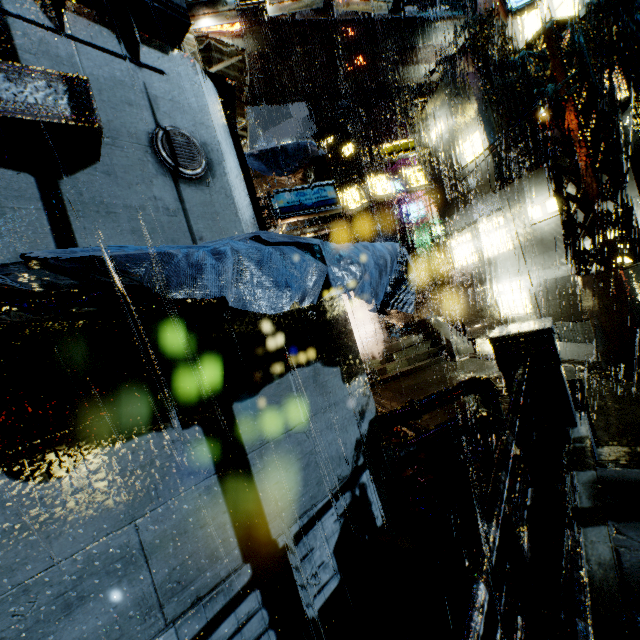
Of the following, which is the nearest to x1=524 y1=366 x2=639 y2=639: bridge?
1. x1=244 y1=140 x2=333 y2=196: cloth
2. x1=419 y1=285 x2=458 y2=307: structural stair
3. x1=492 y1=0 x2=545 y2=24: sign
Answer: x1=244 y1=140 x2=333 y2=196: cloth

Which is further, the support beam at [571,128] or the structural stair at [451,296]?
the structural stair at [451,296]

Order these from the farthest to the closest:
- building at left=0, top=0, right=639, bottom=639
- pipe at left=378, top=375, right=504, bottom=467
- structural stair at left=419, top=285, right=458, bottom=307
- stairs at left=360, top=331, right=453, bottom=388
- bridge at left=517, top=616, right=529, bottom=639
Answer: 1. structural stair at left=419, top=285, right=458, bottom=307
2. stairs at left=360, top=331, right=453, bottom=388
3. pipe at left=378, top=375, right=504, bottom=467
4. building at left=0, top=0, right=639, bottom=639
5. bridge at left=517, top=616, right=529, bottom=639

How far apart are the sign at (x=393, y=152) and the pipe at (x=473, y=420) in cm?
1455

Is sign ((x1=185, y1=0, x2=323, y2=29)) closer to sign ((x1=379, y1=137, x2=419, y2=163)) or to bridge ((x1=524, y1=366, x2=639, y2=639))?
bridge ((x1=524, y1=366, x2=639, y2=639))

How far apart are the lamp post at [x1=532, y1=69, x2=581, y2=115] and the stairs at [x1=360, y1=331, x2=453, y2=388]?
10.5 meters

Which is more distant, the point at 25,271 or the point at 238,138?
the point at 238,138

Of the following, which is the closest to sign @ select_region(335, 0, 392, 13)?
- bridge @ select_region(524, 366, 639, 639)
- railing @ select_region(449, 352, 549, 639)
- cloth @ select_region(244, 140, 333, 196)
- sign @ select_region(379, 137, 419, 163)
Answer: cloth @ select_region(244, 140, 333, 196)
